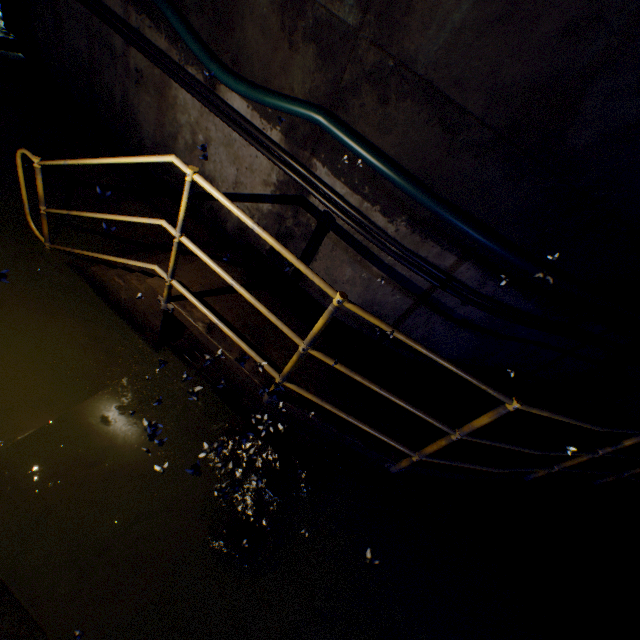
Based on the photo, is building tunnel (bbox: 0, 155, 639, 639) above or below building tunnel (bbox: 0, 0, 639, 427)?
below

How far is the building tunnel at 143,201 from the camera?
4.1m

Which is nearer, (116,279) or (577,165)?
(577,165)

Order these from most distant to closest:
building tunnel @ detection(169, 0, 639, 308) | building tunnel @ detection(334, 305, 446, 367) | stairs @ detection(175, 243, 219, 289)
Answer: building tunnel @ detection(334, 305, 446, 367), stairs @ detection(175, 243, 219, 289), building tunnel @ detection(169, 0, 639, 308)

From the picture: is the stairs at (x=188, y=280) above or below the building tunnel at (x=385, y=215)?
below

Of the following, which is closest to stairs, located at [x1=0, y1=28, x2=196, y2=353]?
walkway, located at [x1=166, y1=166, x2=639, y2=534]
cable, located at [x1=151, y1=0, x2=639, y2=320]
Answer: walkway, located at [x1=166, y1=166, x2=639, y2=534]

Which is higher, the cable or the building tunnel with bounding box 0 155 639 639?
the cable
